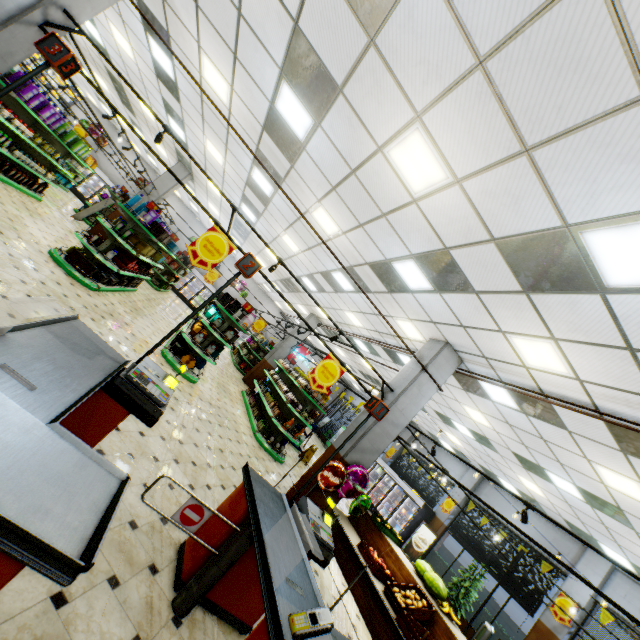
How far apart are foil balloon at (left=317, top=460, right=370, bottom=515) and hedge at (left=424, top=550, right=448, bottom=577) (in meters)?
9.06

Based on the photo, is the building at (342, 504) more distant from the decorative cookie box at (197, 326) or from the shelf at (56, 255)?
the decorative cookie box at (197, 326)

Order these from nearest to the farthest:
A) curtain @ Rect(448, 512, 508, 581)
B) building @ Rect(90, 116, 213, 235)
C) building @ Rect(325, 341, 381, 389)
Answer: curtain @ Rect(448, 512, 508, 581), building @ Rect(90, 116, 213, 235), building @ Rect(325, 341, 381, 389)

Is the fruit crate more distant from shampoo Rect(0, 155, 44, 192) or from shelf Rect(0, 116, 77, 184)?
shampoo Rect(0, 155, 44, 192)

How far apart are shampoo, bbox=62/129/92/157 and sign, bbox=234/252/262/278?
10.6 meters

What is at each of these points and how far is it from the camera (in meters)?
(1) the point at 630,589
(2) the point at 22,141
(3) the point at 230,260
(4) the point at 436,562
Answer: (1) building, 9.48
(2) shelf, 9.01
(3) building, 25.08
(4) hedge, 13.66

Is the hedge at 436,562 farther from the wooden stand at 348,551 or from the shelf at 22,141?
the shelf at 22,141

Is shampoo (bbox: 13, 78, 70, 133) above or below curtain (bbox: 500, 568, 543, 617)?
below
